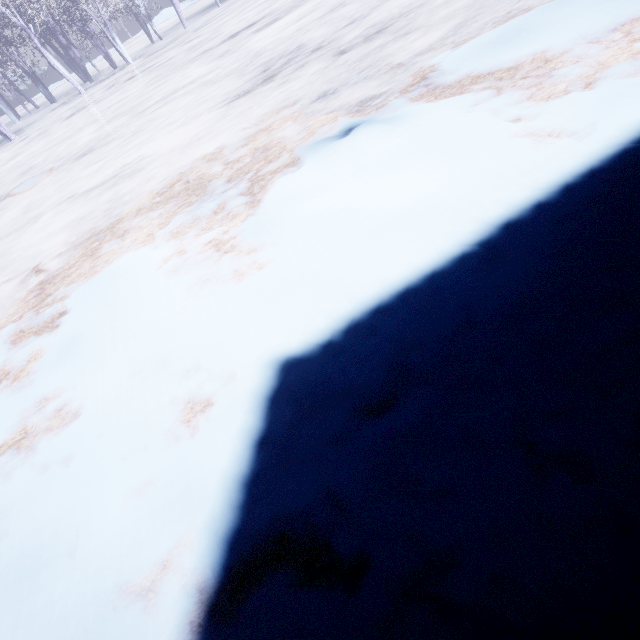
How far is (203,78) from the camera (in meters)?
6.67
